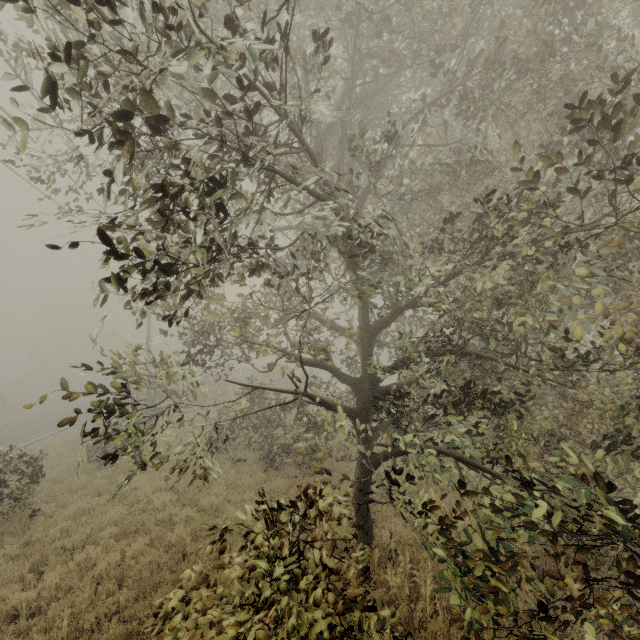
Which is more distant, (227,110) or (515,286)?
(515,286)
